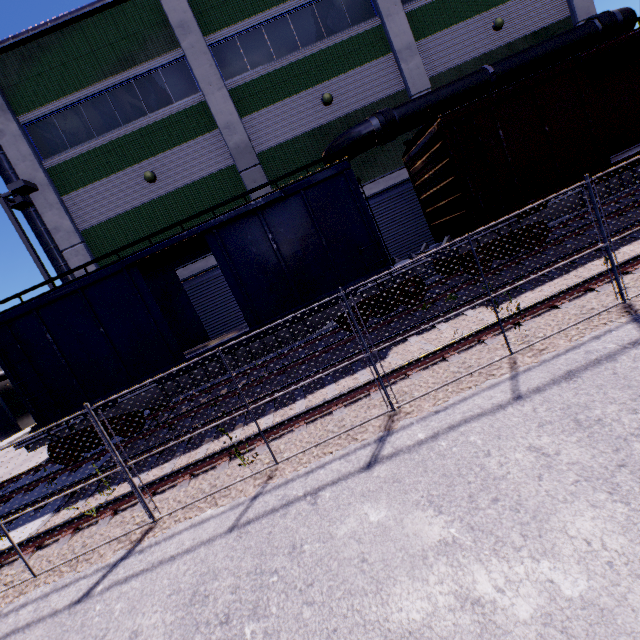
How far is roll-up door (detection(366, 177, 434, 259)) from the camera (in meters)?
14.48

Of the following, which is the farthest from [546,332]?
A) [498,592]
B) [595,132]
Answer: [595,132]

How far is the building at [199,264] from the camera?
13.61m

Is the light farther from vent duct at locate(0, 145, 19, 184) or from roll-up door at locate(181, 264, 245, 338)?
roll-up door at locate(181, 264, 245, 338)

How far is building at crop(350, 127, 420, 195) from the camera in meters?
13.9 m

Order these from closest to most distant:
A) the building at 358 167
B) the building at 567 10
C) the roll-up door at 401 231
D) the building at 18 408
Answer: the building at 567 10
the building at 358 167
the roll-up door at 401 231
the building at 18 408

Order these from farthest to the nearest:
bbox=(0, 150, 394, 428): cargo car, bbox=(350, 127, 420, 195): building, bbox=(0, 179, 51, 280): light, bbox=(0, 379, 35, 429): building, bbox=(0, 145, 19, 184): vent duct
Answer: bbox=(0, 379, 35, 429): building, bbox=(350, 127, 420, 195): building, bbox=(0, 145, 19, 184): vent duct, bbox=(0, 179, 51, 280): light, bbox=(0, 150, 394, 428): cargo car

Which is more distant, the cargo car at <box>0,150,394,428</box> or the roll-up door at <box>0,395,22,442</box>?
the roll-up door at <box>0,395,22,442</box>
